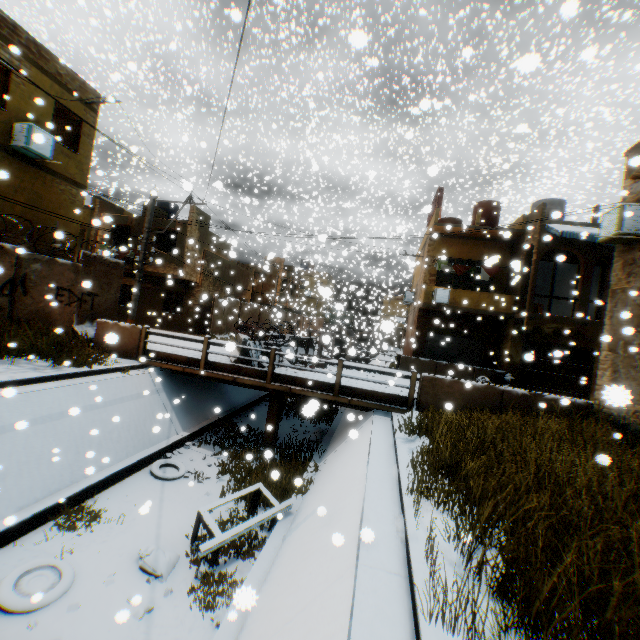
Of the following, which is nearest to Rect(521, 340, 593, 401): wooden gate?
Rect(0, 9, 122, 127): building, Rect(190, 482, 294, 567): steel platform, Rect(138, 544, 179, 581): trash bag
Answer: Rect(0, 9, 122, 127): building

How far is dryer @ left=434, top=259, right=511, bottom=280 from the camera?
18.4 meters

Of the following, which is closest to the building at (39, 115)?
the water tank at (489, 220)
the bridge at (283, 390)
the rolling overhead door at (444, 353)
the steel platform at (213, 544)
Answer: the rolling overhead door at (444, 353)

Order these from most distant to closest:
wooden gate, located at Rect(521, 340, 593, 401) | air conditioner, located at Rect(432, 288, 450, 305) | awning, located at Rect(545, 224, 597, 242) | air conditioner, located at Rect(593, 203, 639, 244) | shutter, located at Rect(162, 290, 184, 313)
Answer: shutter, located at Rect(162, 290, 184, 313) → air conditioner, located at Rect(432, 288, 450, 305) → wooden gate, located at Rect(521, 340, 593, 401) → awning, located at Rect(545, 224, 597, 242) → air conditioner, located at Rect(593, 203, 639, 244)

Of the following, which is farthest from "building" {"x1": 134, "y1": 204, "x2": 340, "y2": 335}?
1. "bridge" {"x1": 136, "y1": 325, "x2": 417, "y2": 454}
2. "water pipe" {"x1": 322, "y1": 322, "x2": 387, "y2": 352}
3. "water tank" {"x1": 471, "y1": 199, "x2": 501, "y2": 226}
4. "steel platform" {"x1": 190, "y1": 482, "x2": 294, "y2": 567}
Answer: "steel platform" {"x1": 190, "y1": 482, "x2": 294, "y2": 567}

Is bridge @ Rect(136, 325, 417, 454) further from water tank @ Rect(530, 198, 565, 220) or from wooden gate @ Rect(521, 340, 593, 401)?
wooden gate @ Rect(521, 340, 593, 401)

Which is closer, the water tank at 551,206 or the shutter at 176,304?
the water tank at 551,206

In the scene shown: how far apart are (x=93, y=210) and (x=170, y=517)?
27.6 meters
